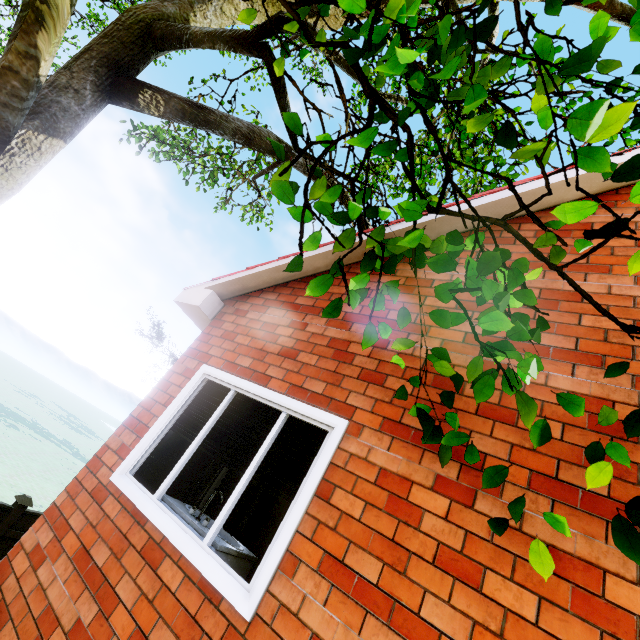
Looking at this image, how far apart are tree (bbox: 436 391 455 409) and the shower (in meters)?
3.47

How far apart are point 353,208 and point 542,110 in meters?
1.2

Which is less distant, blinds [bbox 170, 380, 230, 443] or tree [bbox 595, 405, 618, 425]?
tree [bbox 595, 405, 618, 425]

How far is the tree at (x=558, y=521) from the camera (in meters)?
1.48

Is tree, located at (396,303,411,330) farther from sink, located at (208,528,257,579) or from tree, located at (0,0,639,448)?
tree, located at (0,0,639,448)

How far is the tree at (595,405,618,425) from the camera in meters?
1.6

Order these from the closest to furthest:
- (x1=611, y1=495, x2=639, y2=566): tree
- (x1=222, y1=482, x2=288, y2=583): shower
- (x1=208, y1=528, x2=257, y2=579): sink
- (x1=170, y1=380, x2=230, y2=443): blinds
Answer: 1. (x1=611, y1=495, x2=639, y2=566): tree
2. (x1=208, y1=528, x2=257, y2=579): sink
3. (x1=170, y1=380, x2=230, y2=443): blinds
4. (x1=222, y1=482, x2=288, y2=583): shower

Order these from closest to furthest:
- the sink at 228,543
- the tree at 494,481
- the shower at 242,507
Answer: the tree at 494,481 → the sink at 228,543 → the shower at 242,507
